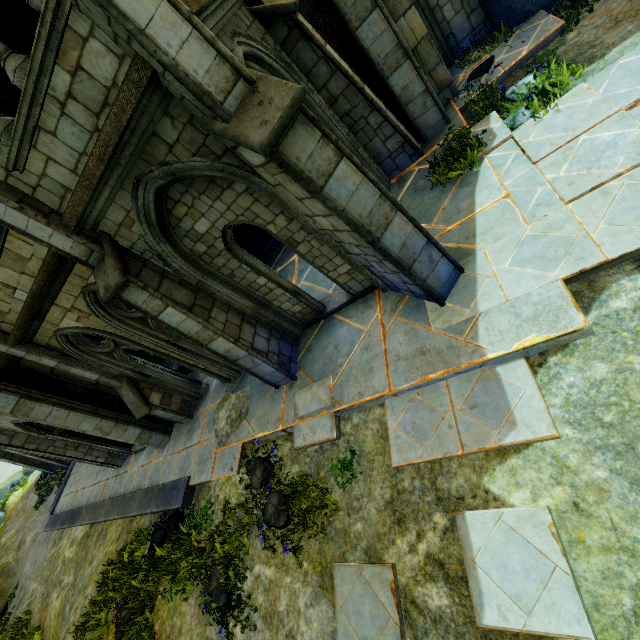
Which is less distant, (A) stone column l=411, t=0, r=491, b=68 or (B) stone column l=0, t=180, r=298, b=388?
(B) stone column l=0, t=180, r=298, b=388

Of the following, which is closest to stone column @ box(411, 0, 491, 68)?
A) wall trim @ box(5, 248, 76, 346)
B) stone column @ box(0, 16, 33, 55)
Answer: stone column @ box(0, 16, 33, 55)

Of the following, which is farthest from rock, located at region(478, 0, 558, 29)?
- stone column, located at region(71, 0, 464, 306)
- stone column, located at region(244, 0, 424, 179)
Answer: stone column, located at region(71, 0, 464, 306)

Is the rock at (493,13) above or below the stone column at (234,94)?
below

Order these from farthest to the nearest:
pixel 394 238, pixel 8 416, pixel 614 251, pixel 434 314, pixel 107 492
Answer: pixel 107 492 < pixel 8 416 < pixel 434 314 < pixel 394 238 < pixel 614 251

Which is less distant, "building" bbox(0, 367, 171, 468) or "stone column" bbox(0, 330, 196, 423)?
"stone column" bbox(0, 330, 196, 423)

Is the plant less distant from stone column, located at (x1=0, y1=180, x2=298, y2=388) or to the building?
stone column, located at (x1=0, y1=180, x2=298, y2=388)

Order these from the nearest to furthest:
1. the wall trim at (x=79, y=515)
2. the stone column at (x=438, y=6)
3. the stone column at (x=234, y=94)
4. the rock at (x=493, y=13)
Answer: the stone column at (x=234, y=94) → the rock at (x=493, y=13) → the stone column at (x=438, y=6) → the wall trim at (x=79, y=515)
